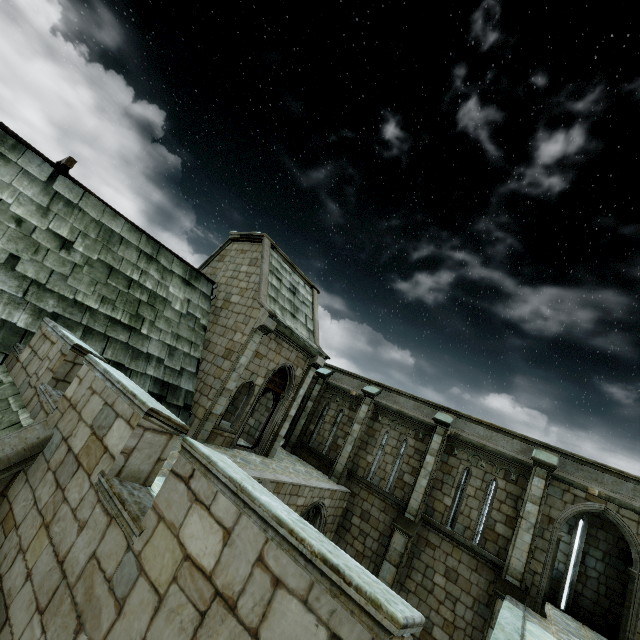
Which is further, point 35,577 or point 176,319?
point 176,319
